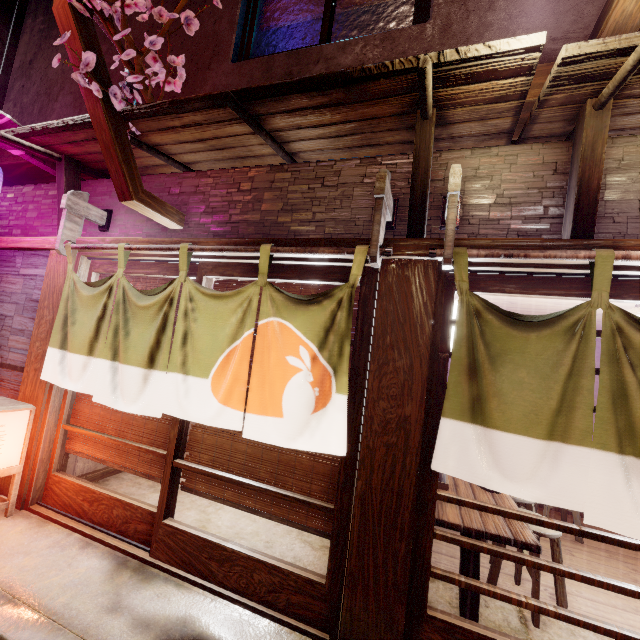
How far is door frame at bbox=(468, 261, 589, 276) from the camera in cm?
387

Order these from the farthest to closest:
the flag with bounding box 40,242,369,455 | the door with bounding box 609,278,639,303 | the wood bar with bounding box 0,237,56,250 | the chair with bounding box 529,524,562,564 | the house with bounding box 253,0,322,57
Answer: the house with bounding box 253,0,322,57 → the wood bar with bounding box 0,237,56,250 → the chair with bounding box 529,524,562,564 → the flag with bounding box 40,242,369,455 → the door with bounding box 609,278,639,303

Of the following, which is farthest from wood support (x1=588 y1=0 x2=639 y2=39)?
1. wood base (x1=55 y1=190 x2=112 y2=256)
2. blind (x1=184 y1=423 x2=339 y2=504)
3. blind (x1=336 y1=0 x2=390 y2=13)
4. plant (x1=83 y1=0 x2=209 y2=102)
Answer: wood base (x1=55 y1=190 x2=112 y2=256)

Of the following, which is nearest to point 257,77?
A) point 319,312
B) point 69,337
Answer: point 319,312

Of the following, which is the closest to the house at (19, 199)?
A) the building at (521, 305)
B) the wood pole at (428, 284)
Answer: the wood pole at (428, 284)

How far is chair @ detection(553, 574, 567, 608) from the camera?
5.3 meters

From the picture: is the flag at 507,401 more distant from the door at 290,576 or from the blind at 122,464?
the blind at 122,464

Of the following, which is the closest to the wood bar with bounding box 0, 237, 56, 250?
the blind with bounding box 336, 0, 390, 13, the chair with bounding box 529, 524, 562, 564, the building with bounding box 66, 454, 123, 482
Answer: the building with bounding box 66, 454, 123, 482
